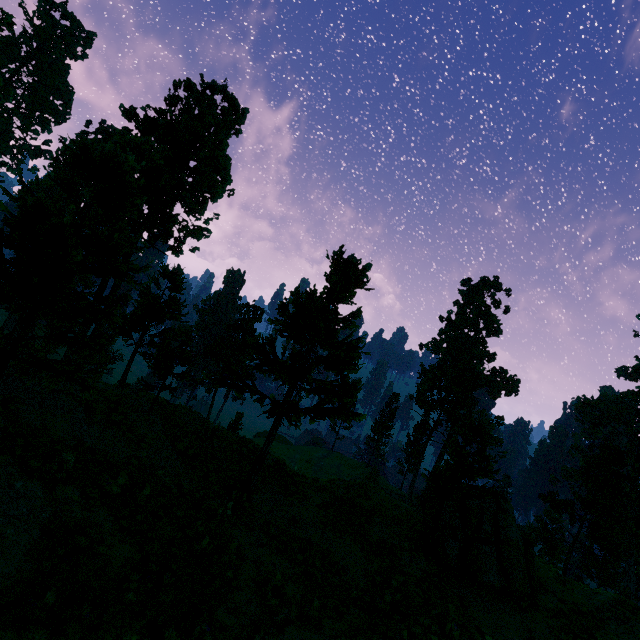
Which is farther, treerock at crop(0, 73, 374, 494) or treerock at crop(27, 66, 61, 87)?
treerock at crop(27, 66, 61, 87)

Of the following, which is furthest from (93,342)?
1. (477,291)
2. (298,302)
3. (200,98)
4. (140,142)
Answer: (477,291)

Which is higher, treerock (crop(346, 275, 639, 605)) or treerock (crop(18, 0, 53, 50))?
treerock (crop(18, 0, 53, 50))

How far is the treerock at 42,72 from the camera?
58.8 meters

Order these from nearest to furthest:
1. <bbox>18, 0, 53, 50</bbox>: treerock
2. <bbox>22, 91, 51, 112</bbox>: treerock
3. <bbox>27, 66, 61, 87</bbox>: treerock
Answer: <bbox>18, 0, 53, 50</bbox>: treerock
<bbox>22, 91, 51, 112</bbox>: treerock
<bbox>27, 66, 61, 87</bbox>: treerock

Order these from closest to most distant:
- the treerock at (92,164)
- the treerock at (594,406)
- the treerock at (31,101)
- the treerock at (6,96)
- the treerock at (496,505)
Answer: the treerock at (92,164), the treerock at (496,505), the treerock at (6,96), the treerock at (594,406), the treerock at (31,101)

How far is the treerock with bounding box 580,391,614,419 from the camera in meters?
56.4
